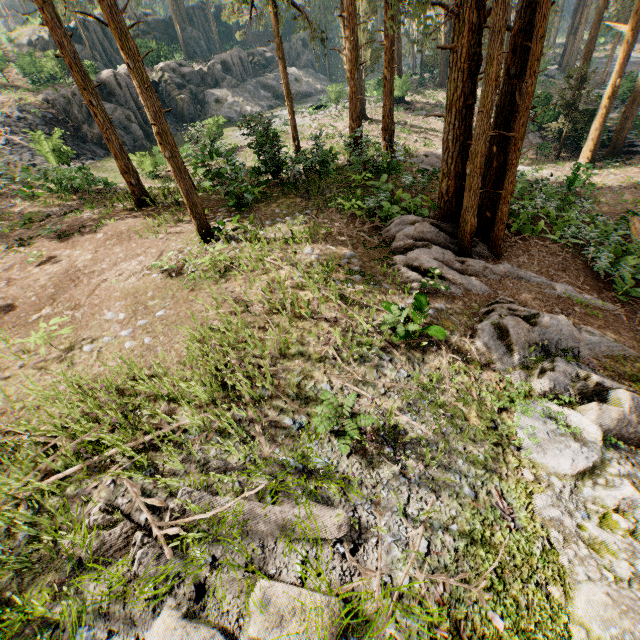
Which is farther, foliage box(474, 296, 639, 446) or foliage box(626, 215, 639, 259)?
foliage box(626, 215, 639, 259)

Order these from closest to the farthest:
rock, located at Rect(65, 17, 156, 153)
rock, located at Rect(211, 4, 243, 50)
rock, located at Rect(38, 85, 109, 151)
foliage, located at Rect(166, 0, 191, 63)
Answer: rock, located at Rect(38, 85, 109, 151) → rock, located at Rect(65, 17, 156, 153) → foliage, located at Rect(166, 0, 191, 63) → rock, located at Rect(211, 4, 243, 50)

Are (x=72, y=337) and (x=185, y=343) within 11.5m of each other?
yes

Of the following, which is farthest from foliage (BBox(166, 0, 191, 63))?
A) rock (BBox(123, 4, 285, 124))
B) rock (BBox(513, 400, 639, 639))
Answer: rock (BBox(123, 4, 285, 124))

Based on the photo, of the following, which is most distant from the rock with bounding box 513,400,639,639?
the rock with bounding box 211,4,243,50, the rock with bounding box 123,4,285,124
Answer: the rock with bounding box 211,4,243,50

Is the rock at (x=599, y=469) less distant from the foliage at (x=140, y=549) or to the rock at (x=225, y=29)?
the foliage at (x=140, y=549)

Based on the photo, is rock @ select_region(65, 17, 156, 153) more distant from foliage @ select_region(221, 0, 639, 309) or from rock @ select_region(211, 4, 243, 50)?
rock @ select_region(211, 4, 243, 50)

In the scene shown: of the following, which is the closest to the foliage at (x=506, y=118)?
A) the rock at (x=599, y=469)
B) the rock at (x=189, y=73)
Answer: the rock at (x=599, y=469)
